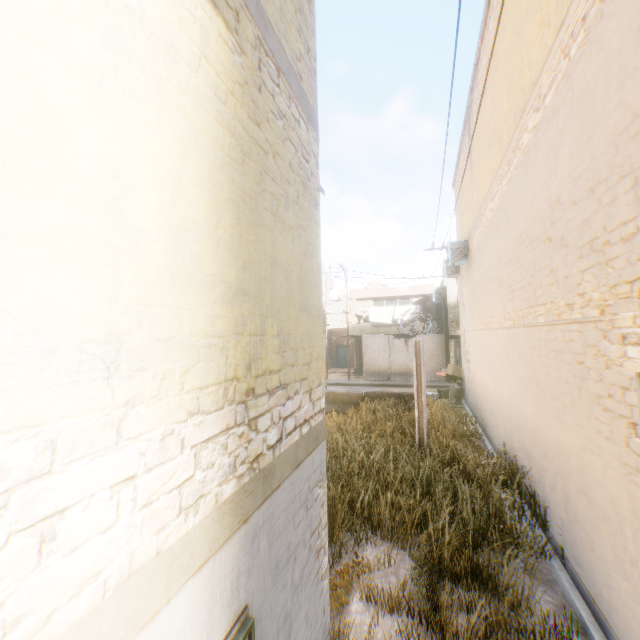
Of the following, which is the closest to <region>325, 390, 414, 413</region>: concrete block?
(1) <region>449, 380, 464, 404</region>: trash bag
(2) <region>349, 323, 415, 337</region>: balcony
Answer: (1) <region>449, 380, 464, 404</region>: trash bag

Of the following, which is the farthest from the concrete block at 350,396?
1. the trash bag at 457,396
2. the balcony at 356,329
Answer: the balcony at 356,329

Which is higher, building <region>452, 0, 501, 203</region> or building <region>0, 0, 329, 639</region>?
building <region>452, 0, 501, 203</region>

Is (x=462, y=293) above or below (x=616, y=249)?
above

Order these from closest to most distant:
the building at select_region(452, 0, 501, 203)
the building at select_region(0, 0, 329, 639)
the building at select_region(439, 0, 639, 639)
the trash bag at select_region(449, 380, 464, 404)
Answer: the building at select_region(0, 0, 329, 639), the building at select_region(439, 0, 639, 639), the building at select_region(452, 0, 501, 203), the trash bag at select_region(449, 380, 464, 404)

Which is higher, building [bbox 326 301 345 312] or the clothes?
building [bbox 326 301 345 312]

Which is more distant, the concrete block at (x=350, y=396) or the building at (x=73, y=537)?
the concrete block at (x=350, y=396)

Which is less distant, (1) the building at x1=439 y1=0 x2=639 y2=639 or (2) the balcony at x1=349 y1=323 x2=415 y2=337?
(1) the building at x1=439 y1=0 x2=639 y2=639
